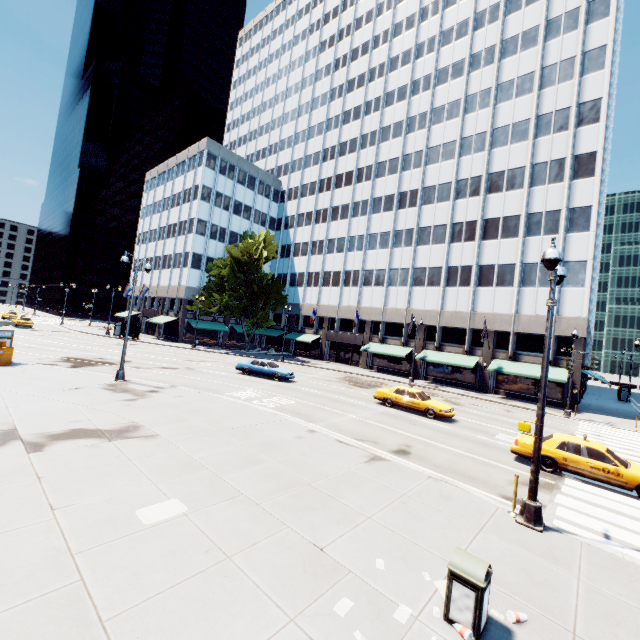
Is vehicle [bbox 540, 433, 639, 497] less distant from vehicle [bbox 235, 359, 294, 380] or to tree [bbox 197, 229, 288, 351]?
vehicle [bbox 235, 359, 294, 380]

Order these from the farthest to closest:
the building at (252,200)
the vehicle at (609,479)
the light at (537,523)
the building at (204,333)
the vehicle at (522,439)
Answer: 1. the building at (204,333)
2. the building at (252,200)
3. the vehicle at (522,439)
4. the vehicle at (609,479)
5. the light at (537,523)

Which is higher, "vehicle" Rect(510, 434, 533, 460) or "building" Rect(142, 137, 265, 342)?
"building" Rect(142, 137, 265, 342)

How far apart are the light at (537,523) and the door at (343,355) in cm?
3915

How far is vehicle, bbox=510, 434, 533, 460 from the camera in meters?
13.4

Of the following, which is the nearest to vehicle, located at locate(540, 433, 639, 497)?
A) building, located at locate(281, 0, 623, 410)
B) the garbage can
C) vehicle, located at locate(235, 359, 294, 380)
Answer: the garbage can

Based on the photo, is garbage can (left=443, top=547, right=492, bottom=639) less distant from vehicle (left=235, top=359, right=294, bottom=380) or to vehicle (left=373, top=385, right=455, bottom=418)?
vehicle (left=373, top=385, right=455, bottom=418)

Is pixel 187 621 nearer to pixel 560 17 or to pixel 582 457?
pixel 582 457
